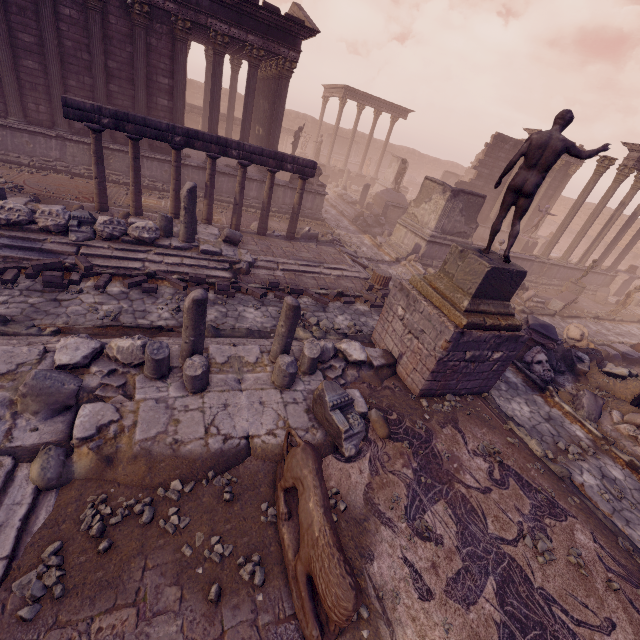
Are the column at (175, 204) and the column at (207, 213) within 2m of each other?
yes

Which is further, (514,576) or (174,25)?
(174,25)

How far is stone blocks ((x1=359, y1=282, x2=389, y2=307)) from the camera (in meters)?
10.90

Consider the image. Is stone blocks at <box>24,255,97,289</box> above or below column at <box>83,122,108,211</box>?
below

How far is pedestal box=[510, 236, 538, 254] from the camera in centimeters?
2139cm

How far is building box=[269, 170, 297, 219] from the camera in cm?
1658

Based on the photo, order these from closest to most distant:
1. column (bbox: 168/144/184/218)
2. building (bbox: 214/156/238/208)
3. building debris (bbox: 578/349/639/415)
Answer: building debris (bbox: 578/349/639/415) → column (bbox: 168/144/184/218) → building (bbox: 214/156/238/208)

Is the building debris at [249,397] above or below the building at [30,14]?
below
